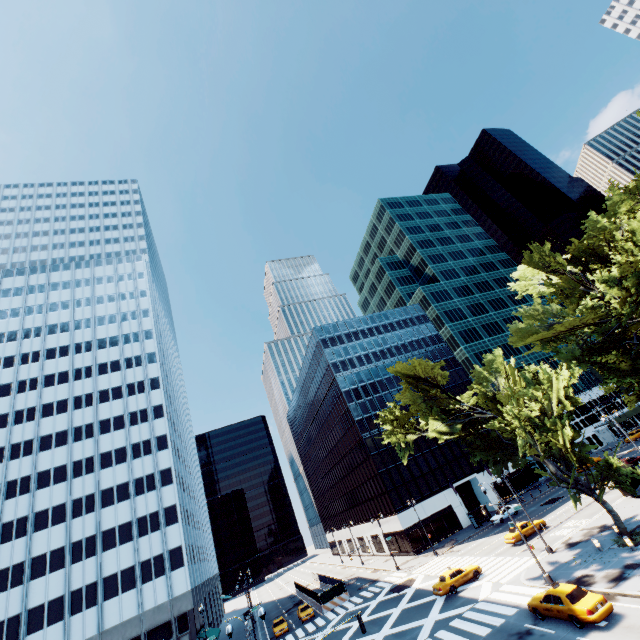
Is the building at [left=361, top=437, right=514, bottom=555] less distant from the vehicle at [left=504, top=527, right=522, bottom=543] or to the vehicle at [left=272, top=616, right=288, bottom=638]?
the vehicle at [left=504, top=527, right=522, bottom=543]

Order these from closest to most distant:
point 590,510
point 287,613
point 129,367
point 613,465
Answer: point 613,465, point 590,510, point 287,613, point 129,367

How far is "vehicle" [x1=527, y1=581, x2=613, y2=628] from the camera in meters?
17.4 m

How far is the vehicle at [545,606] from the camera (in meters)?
17.41

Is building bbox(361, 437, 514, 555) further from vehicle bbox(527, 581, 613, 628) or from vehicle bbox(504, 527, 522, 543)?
vehicle bbox(527, 581, 613, 628)

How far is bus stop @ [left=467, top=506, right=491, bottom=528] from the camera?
49.75m

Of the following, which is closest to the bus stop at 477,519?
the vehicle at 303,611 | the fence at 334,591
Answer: the fence at 334,591

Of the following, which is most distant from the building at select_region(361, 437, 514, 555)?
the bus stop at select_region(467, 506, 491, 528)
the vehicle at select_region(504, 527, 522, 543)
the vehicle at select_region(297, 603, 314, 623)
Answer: the vehicle at select_region(504, 527, 522, 543)
